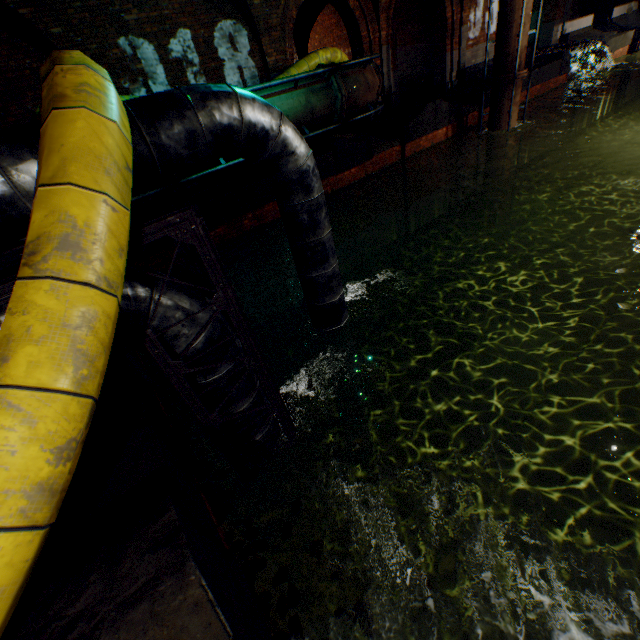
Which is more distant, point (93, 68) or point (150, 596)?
point (93, 68)

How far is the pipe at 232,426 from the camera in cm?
313

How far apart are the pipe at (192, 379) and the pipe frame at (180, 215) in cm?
4

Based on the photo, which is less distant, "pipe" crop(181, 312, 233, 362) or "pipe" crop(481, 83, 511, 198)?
"pipe" crop(181, 312, 233, 362)

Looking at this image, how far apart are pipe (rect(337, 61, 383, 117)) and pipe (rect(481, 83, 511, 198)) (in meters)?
5.44

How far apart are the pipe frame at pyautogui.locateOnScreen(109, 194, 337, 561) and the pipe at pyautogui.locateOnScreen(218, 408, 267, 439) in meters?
0.0

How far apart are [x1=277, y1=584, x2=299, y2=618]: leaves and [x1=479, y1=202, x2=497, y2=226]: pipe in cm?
1519

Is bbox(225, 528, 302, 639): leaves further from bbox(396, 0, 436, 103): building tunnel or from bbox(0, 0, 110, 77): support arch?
bbox(396, 0, 436, 103): building tunnel
